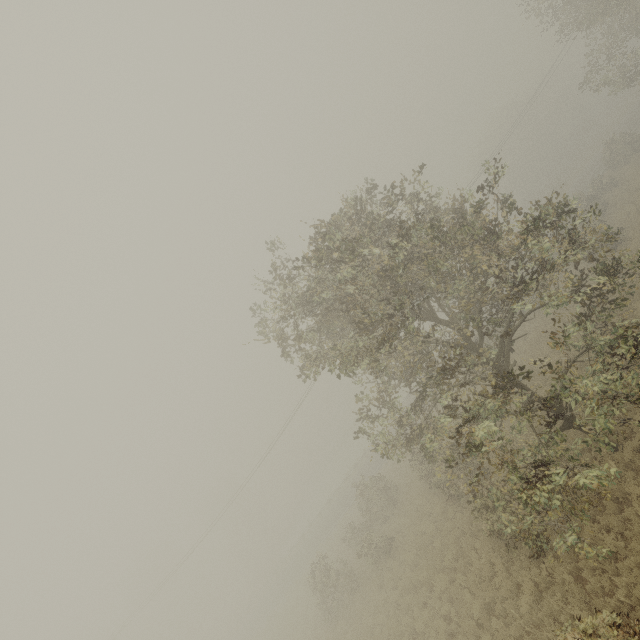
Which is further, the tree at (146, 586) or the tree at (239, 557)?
the tree at (239, 557)

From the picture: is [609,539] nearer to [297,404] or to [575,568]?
[575,568]

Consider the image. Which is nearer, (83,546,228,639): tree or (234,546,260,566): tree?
(83,546,228,639): tree

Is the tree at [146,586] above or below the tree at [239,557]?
above

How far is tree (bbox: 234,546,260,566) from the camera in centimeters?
5734cm

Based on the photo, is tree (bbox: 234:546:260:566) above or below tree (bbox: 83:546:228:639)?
below
